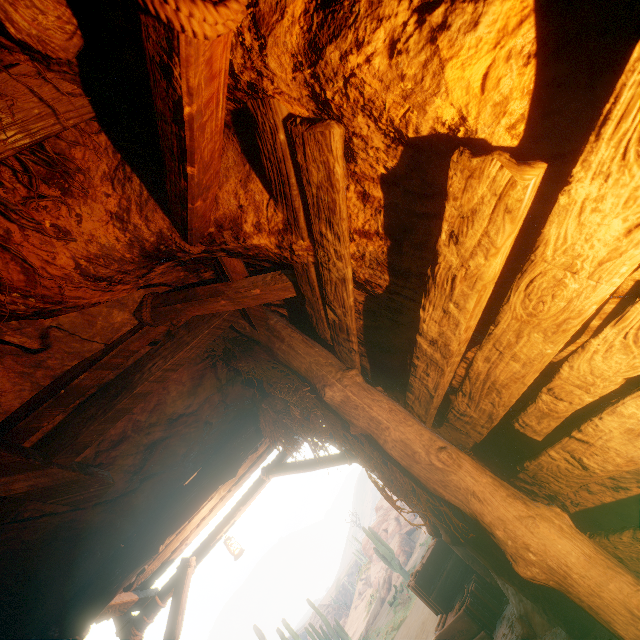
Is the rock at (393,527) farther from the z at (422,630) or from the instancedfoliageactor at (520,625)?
the instancedfoliageactor at (520,625)

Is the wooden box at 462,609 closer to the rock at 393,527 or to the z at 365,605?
the rock at 393,527

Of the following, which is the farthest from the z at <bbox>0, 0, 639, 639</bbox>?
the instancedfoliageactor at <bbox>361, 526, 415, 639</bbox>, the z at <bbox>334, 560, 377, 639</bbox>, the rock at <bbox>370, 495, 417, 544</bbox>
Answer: the z at <bbox>334, 560, 377, 639</bbox>

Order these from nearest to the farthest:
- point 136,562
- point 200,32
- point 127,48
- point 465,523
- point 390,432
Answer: point 200,32
point 127,48
point 390,432
point 465,523
point 136,562

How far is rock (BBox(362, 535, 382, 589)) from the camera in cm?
2813

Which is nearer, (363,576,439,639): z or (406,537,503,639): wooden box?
(406,537,503,639): wooden box
